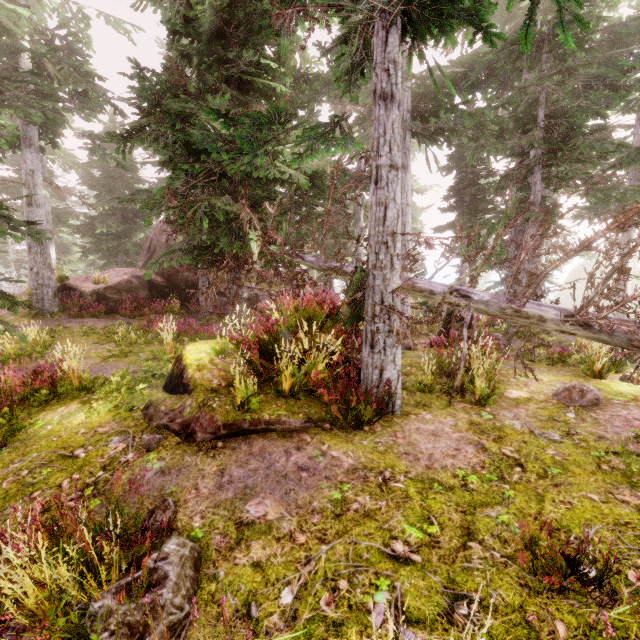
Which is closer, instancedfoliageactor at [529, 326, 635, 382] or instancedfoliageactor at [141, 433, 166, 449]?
instancedfoliageactor at [141, 433, 166, 449]

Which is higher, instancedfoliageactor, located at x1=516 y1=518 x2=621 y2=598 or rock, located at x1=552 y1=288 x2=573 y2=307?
rock, located at x1=552 y1=288 x2=573 y2=307

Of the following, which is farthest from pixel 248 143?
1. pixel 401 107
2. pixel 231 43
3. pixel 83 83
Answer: pixel 83 83

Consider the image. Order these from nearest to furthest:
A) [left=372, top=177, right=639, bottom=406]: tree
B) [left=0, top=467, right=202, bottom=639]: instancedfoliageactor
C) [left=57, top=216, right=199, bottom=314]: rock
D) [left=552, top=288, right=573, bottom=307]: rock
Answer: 1. [left=0, top=467, right=202, bottom=639]: instancedfoliageactor
2. [left=372, top=177, right=639, bottom=406]: tree
3. [left=57, top=216, right=199, bottom=314]: rock
4. [left=552, top=288, right=573, bottom=307]: rock

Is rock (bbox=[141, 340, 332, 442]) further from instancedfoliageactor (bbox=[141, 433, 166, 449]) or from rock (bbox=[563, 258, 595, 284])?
rock (bbox=[563, 258, 595, 284])

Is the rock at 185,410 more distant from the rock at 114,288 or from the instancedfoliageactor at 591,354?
the rock at 114,288

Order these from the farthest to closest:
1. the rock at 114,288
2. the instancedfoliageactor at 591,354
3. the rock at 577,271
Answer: the rock at 577,271, the rock at 114,288, the instancedfoliageactor at 591,354

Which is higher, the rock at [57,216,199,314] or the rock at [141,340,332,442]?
the rock at [57,216,199,314]
